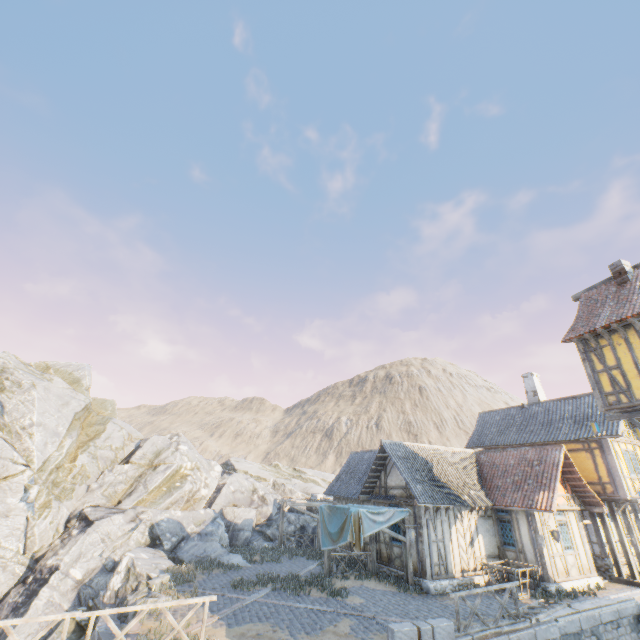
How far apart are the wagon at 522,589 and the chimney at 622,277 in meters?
12.9

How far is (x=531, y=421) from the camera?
22.9m

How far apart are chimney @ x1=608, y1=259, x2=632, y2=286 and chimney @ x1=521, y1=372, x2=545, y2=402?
12.45m

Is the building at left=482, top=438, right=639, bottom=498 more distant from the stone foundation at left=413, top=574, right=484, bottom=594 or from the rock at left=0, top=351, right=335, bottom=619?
the rock at left=0, top=351, right=335, bottom=619

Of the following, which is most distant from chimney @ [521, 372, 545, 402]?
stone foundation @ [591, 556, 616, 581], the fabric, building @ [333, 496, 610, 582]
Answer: the fabric

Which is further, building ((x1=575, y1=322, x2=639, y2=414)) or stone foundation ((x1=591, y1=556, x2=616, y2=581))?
stone foundation ((x1=591, y1=556, x2=616, y2=581))

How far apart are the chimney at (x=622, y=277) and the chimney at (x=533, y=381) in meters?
12.4

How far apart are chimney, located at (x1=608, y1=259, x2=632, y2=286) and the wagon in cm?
1294
